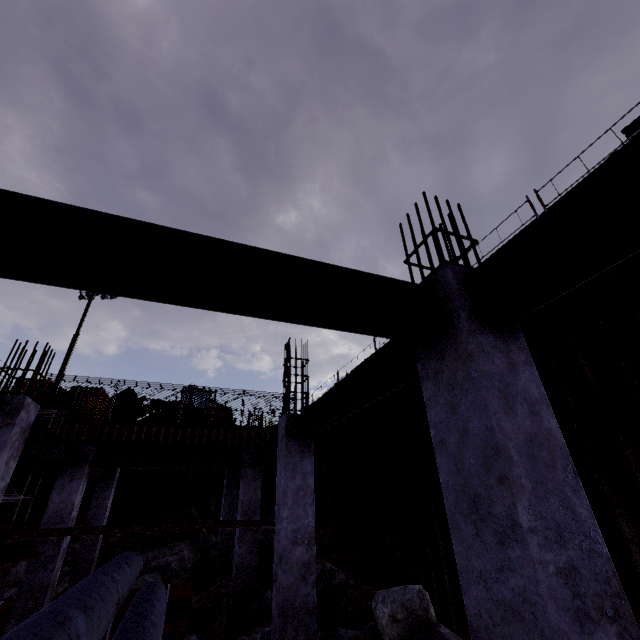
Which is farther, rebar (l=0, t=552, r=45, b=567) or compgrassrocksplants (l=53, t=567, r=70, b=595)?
compgrassrocksplants (l=53, t=567, r=70, b=595)

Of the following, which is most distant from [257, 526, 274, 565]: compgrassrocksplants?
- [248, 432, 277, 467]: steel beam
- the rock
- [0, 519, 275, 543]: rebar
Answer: the rock

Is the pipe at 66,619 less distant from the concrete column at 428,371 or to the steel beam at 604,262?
the concrete column at 428,371

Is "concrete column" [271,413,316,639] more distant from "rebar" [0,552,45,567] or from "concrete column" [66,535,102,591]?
"concrete column" [66,535,102,591]

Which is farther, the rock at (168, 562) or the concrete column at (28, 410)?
the rock at (168, 562)

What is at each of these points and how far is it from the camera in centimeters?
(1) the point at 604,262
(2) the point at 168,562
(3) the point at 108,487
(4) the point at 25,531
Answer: (1) steel beam, 191cm
(2) rock, 1383cm
(3) concrete column, 1286cm
(4) rebar, 678cm

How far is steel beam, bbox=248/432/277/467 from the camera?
8.1m

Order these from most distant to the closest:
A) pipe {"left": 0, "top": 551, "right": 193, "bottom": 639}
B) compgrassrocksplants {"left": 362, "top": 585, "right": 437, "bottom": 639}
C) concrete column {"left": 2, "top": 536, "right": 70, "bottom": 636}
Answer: concrete column {"left": 2, "top": 536, "right": 70, "bottom": 636}
compgrassrocksplants {"left": 362, "top": 585, "right": 437, "bottom": 639}
pipe {"left": 0, "top": 551, "right": 193, "bottom": 639}
